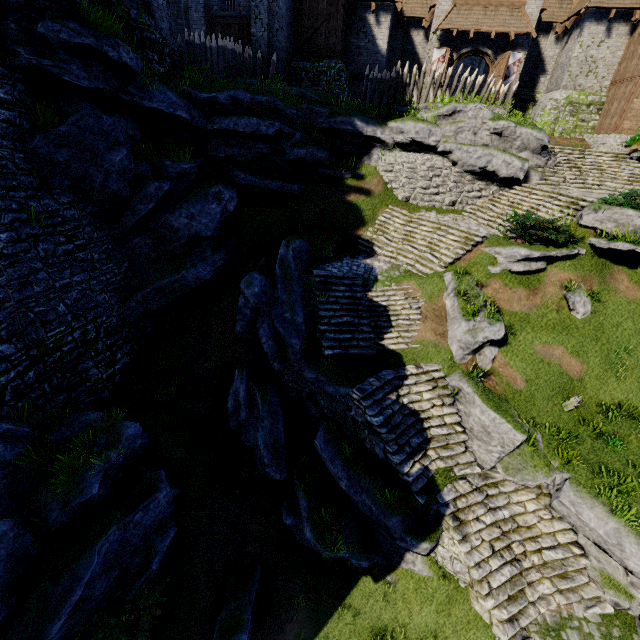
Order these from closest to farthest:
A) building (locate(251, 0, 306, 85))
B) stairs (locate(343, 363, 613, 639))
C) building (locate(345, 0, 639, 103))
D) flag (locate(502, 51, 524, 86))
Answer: stairs (locate(343, 363, 613, 639)), building (locate(251, 0, 306, 85)), building (locate(345, 0, 639, 103)), flag (locate(502, 51, 524, 86))

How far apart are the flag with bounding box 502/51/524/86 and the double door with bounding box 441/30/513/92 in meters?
0.3 m

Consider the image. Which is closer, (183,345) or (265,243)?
(183,345)

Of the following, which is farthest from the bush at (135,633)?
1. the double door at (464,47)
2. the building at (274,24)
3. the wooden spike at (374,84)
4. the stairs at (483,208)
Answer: the double door at (464,47)

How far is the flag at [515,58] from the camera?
21.2m

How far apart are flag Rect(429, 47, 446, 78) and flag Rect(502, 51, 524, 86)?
4.2 meters

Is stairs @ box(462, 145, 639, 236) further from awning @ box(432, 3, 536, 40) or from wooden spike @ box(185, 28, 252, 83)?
wooden spike @ box(185, 28, 252, 83)

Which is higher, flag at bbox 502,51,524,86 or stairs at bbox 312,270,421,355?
flag at bbox 502,51,524,86
